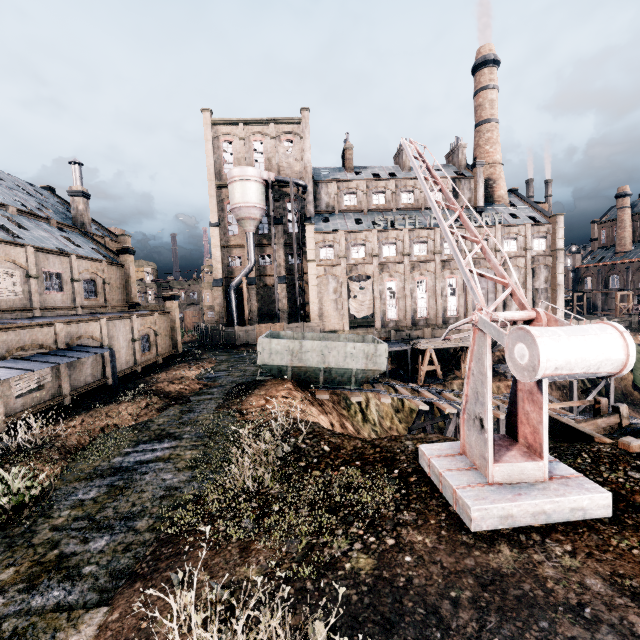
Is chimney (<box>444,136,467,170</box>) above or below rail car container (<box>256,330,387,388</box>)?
above

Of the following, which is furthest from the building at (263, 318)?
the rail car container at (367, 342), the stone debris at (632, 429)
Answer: the stone debris at (632, 429)

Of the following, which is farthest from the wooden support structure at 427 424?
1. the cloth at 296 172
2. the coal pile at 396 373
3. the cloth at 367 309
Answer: the cloth at 296 172

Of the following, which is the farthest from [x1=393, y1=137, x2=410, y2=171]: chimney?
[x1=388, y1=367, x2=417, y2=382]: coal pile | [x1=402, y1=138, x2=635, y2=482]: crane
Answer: [x1=402, y1=138, x2=635, y2=482]: crane

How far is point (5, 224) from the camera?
24.20m

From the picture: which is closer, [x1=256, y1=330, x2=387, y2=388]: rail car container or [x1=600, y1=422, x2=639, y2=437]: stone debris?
[x1=600, y1=422, x2=639, y2=437]: stone debris

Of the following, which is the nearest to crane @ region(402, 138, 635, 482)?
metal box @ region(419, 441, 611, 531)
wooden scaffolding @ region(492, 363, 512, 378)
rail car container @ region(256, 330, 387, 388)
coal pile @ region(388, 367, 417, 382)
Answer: metal box @ region(419, 441, 611, 531)

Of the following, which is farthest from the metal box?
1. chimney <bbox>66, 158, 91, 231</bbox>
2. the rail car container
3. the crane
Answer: chimney <bbox>66, 158, 91, 231</bbox>
